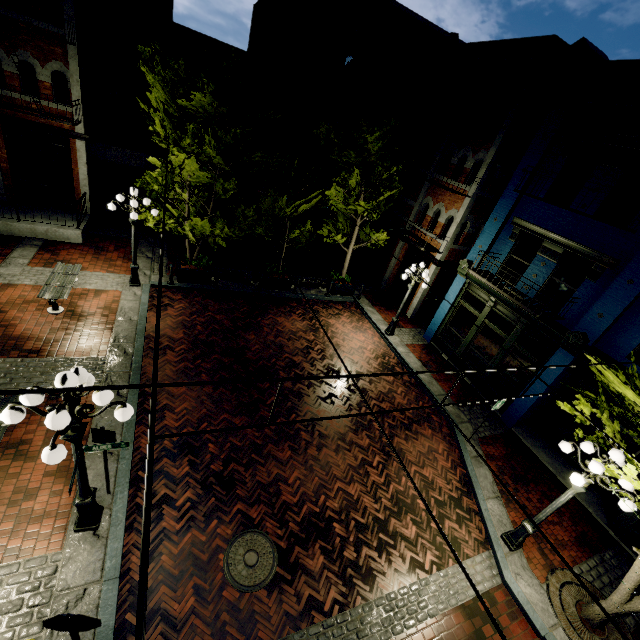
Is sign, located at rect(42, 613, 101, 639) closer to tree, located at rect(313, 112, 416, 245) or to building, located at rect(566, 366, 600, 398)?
tree, located at rect(313, 112, 416, 245)

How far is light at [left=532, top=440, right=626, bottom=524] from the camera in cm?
611

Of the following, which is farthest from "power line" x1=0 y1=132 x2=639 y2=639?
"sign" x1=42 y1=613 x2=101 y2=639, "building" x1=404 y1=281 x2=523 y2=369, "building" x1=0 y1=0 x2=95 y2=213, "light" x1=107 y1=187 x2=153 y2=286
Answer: "building" x1=0 y1=0 x2=95 y2=213

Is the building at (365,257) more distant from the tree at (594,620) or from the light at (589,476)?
the light at (589,476)

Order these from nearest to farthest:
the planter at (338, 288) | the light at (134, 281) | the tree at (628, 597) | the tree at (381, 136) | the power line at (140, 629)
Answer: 1. the power line at (140, 629)
2. the tree at (628, 597)
3. the light at (134, 281)
4. the tree at (381, 136)
5. the planter at (338, 288)

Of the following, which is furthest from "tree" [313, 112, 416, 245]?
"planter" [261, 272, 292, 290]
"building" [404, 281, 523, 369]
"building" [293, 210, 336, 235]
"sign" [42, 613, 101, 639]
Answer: "building" [293, 210, 336, 235]

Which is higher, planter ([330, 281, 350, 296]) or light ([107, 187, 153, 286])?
planter ([330, 281, 350, 296])

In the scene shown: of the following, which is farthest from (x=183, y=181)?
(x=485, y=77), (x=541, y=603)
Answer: (x=541, y=603)
